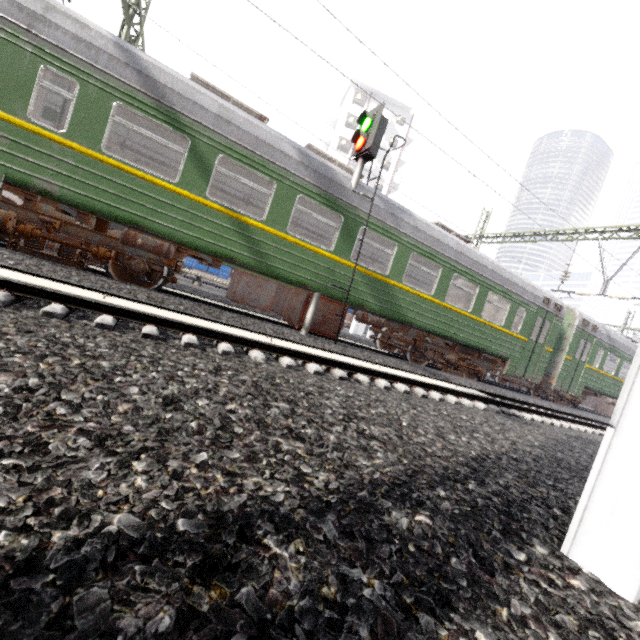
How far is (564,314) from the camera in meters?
13.2 m

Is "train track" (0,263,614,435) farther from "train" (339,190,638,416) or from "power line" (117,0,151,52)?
"power line" (117,0,151,52)

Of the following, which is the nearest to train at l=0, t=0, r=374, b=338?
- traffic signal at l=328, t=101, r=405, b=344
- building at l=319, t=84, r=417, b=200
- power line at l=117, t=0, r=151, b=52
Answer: traffic signal at l=328, t=101, r=405, b=344

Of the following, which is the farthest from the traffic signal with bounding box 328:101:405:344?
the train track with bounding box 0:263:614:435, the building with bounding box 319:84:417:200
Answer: the building with bounding box 319:84:417:200

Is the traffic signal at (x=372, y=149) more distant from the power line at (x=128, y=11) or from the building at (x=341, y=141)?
the building at (x=341, y=141)

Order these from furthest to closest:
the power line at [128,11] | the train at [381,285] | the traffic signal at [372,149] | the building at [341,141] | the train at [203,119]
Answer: the building at [341,141] → the power line at [128,11] → the train at [381,285] → the traffic signal at [372,149] → the train at [203,119]

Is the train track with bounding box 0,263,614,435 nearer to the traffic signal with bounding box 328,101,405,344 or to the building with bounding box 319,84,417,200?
the traffic signal with bounding box 328,101,405,344

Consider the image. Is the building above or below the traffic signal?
above
